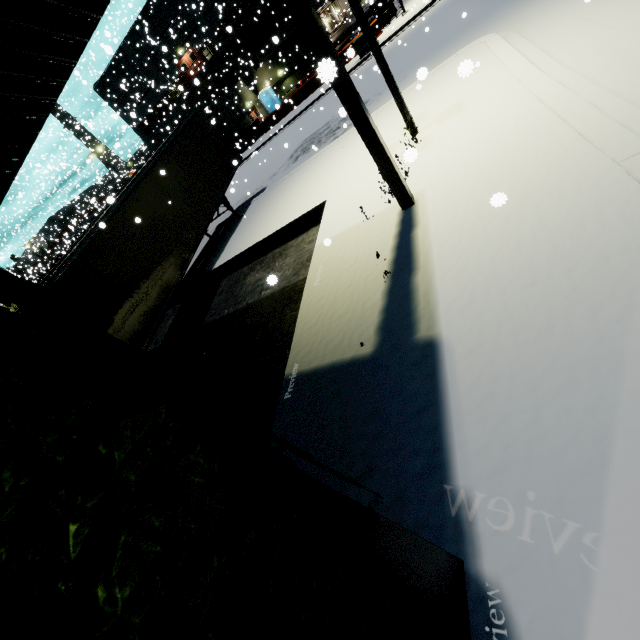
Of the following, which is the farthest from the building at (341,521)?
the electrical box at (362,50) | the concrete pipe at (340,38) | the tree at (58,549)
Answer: the electrical box at (362,50)

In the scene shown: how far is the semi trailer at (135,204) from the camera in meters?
8.7 m

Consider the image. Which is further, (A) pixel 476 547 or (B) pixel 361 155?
(B) pixel 361 155

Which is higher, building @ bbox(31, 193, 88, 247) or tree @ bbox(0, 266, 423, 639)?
building @ bbox(31, 193, 88, 247)

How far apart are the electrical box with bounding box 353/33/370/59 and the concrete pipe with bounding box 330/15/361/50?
13.7m

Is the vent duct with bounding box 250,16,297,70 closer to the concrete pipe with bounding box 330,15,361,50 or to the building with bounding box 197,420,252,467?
the building with bounding box 197,420,252,467

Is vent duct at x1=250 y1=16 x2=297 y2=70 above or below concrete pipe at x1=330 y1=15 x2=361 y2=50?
above

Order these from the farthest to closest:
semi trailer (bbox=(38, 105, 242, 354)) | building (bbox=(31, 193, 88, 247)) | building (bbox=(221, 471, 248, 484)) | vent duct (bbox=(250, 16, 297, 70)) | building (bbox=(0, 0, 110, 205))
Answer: building (bbox=(31, 193, 88, 247))
vent duct (bbox=(250, 16, 297, 70))
semi trailer (bbox=(38, 105, 242, 354))
building (bbox=(0, 0, 110, 205))
building (bbox=(221, 471, 248, 484))
